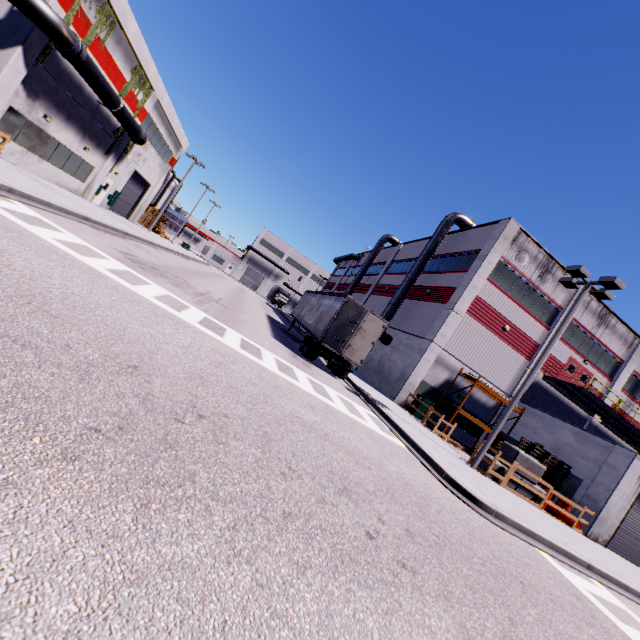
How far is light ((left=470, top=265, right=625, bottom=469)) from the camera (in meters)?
13.62

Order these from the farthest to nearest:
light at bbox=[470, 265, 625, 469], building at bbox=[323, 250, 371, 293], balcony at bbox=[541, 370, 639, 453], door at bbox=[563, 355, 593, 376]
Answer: building at bbox=[323, 250, 371, 293] < door at bbox=[563, 355, 593, 376] < balcony at bbox=[541, 370, 639, 453] < light at bbox=[470, 265, 625, 469]

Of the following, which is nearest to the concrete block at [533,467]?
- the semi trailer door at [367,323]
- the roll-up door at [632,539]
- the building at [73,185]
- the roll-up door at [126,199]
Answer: the building at [73,185]

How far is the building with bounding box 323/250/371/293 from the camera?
48.2 meters

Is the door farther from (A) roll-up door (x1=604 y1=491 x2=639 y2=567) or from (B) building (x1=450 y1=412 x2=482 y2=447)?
(A) roll-up door (x1=604 y1=491 x2=639 y2=567)

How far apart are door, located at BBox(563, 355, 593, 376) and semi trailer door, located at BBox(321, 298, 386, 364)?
18.7m

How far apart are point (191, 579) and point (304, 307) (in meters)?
23.89

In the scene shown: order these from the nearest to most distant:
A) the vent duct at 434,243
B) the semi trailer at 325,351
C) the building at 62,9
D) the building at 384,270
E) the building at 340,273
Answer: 1. the building at 62,9
2. the semi trailer at 325,351
3. the vent duct at 434,243
4. the building at 384,270
5. the building at 340,273
